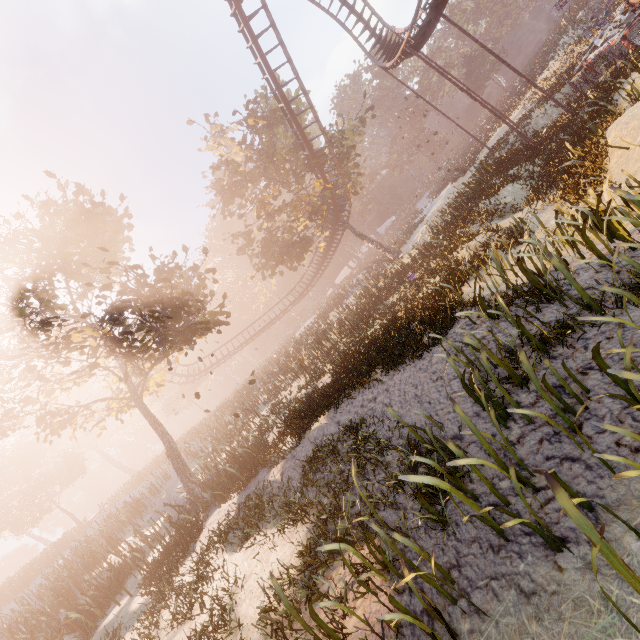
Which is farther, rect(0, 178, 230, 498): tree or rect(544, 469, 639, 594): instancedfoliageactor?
rect(0, 178, 230, 498): tree

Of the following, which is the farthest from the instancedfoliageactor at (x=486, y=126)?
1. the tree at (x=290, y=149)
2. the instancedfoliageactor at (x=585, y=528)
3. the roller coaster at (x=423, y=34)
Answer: the instancedfoliageactor at (x=585, y=528)

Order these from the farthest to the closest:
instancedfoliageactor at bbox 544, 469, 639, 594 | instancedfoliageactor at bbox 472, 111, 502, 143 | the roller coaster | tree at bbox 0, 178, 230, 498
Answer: instancedfoliageactor at bbox 472, 111, 502, 143, the roller coaster, tree at bbox 0, 178, 230, 498, instancedfoliageactor at bbox 544, 469, 639, 594

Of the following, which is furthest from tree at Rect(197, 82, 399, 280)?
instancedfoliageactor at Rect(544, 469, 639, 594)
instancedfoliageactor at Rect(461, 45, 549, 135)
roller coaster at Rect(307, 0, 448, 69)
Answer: instancedfoliageactor at Rect(461, 45, 549, 135)

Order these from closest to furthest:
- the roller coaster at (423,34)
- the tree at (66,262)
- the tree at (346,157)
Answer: the tree at (66,262), the roller coaster at (423,34), the tree at (346,157)

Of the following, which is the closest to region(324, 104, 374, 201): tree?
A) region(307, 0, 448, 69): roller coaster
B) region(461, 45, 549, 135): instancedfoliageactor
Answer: region(307, 0, 448, 69): roller coaster

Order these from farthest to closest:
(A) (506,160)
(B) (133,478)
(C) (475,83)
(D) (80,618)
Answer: (C) (475,83) < (B) (133,478) < (A) (506,160) < (D) (80,618)
